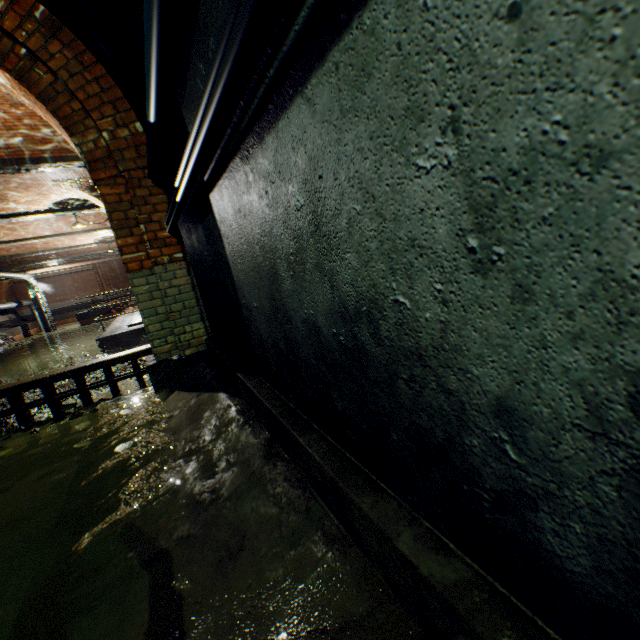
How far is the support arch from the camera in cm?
956

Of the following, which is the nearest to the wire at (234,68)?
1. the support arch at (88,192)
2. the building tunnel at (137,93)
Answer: the building tunnel at (137,93)

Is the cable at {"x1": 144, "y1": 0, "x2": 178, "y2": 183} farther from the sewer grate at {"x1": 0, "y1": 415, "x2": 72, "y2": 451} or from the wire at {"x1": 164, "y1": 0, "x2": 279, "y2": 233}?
the sewer grate at {"x1": 0, "y1": 415, "x2": 72, "y2": 451}

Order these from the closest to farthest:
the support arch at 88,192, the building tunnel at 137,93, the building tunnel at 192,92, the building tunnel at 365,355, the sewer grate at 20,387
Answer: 1. the building tunnel at 365,355
2. the building tunnel at 192,92
3. the building tunnel at 137,93
4. the sewer grate at 20,387
5. the support arch at 88,192

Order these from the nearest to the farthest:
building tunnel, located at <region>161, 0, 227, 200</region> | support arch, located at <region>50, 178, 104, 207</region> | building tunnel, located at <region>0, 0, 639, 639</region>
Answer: building tunnel, located at <region>0, 0, 639, 639</region> → building tunnel, located at <region>161, 0, 227, 200</region> → support arch, located at <region>50, 178, 104, 207</region>

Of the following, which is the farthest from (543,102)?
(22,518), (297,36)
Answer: (22,518)

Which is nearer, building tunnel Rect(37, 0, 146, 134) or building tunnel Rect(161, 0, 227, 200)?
building tunnel Rect(161, 0, 227, 200)

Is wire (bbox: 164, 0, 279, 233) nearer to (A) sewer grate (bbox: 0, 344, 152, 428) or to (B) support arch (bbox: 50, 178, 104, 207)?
(A) sewer grate (bbox: 0, 344, 152, 428)
